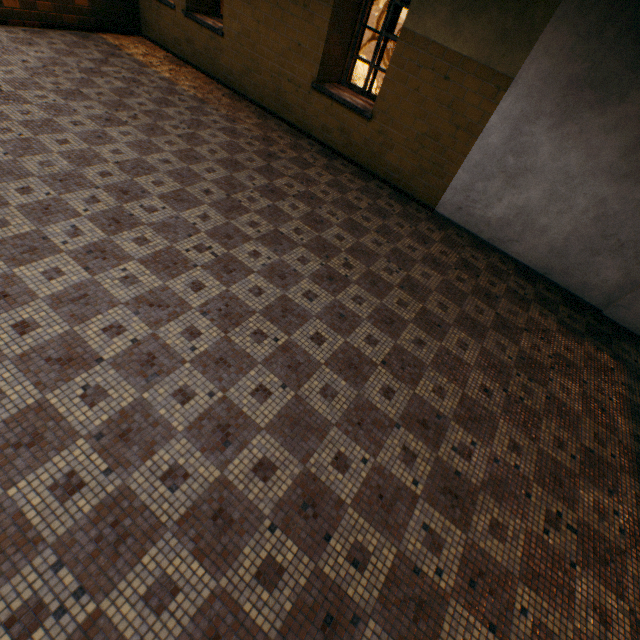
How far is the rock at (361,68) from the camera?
31.47m

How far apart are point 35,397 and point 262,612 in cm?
192

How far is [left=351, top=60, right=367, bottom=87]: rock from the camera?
31.47m
